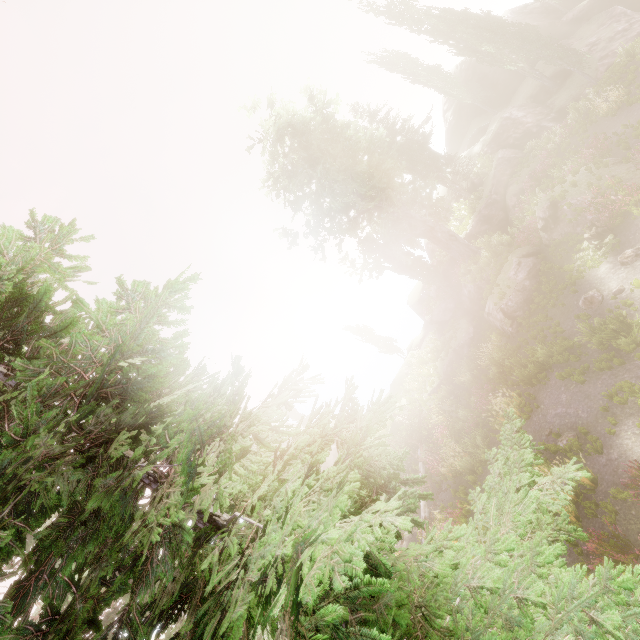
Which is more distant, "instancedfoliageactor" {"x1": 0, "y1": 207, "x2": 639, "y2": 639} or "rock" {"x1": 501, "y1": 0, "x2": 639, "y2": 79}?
"rock" {"x1": 501, "y1": 0, "x2": 639, "y2": 79}

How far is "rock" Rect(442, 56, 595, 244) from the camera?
25.4 meters

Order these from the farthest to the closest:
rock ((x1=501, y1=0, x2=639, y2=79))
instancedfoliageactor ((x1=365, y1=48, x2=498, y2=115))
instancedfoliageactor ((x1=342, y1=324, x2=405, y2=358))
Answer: instancedfoliageactor ((x1=342, y1=324, x2=405, y2=358)) < instancedfoliageactor ((x1=365, y1=48, x2=498, y2=115)) < rock ((x1=501, y1=0, x2=639, y2=79))

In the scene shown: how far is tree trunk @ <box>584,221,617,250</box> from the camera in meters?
13.8

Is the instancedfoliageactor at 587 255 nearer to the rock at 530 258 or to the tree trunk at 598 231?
the rock at 530 258

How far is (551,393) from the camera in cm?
1312

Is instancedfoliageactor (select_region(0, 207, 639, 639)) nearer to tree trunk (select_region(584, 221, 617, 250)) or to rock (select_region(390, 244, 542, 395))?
rock (select_region(390, 244, 542, 395))

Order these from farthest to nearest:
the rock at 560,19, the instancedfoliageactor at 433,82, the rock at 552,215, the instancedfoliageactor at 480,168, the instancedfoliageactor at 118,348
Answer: the instancedfoliageactor at 433,82, the rock at 560,19, the instancedfoliageactor at 480,168, the rock at 552,215, the instancedfoliageactor at 118,348
